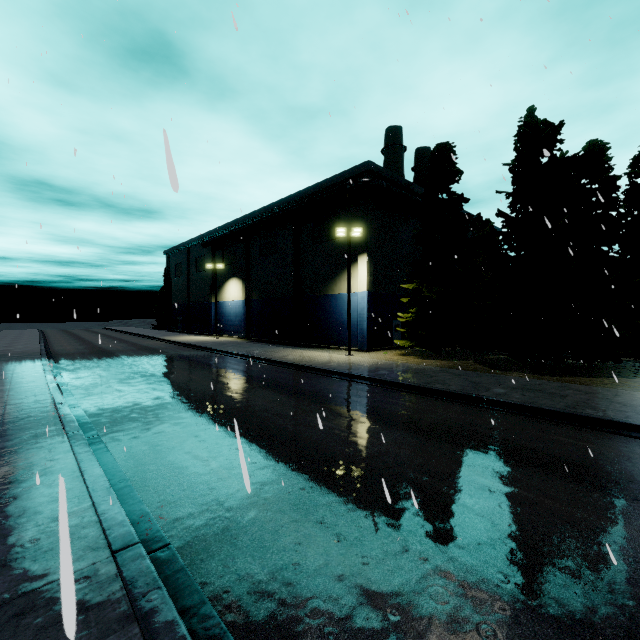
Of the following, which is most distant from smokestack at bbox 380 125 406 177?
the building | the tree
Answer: the building

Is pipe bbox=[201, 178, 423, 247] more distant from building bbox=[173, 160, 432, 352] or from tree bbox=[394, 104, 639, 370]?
tree bbox=[394, 104, 639, 370]

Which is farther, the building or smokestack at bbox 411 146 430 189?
smokestack at bbox 411 146 430 189

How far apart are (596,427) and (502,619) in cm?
833

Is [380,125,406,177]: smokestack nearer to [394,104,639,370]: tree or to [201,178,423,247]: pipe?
[394,104,639,370]: tree

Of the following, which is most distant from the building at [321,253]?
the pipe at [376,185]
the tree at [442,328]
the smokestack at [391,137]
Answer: the smokestack at [391,137]

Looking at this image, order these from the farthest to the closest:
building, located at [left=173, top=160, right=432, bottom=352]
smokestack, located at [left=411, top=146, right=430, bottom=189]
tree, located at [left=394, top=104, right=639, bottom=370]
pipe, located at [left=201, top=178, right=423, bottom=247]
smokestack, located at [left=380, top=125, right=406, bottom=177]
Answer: smokestack, located at [left=411, top=146, right=430, bottom=189] → smokestack, located at [left=380, top=125, right=406, bottom=177] → building, located at [left=173, top=160, right=432, bottom=352] → pipe, located at [left=201, top=178, right=423, bottom=247] → tree, located at [left=394, top=104, right=639, bottom=370]

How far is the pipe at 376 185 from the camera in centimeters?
2664cm
